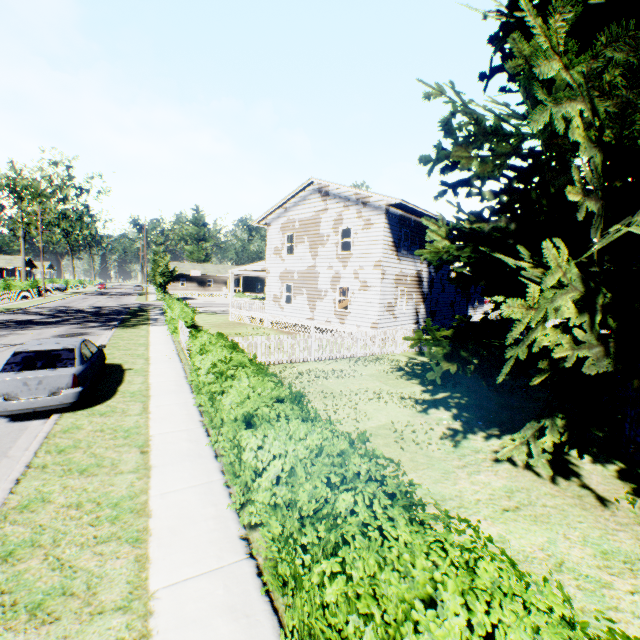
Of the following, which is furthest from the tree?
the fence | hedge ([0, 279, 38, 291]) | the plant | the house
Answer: the house

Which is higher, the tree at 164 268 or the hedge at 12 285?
the tree at 164 268

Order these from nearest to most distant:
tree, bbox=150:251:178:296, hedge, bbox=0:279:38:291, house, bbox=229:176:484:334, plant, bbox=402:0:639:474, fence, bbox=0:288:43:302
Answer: plant, bbox=402:0:639:474, house, bbox=229:176:484:334, fence, bbox=0:288:43:302, hedge, bbox=0:279:38:291, tree, bbox=150:251:178:296

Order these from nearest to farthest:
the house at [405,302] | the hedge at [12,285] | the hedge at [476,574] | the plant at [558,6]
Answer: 1. the hedge at [476,574]
2. the plant at [558,6]
3. the house at [405,302]
4. the hedge at [12,285]

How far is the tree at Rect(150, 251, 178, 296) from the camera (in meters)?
47.28

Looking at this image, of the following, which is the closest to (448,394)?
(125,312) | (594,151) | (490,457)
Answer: (490,457)

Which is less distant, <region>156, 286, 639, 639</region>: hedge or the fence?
<region>156, 286, 639, 639</region>: hedge

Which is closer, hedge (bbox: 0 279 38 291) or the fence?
the fence
